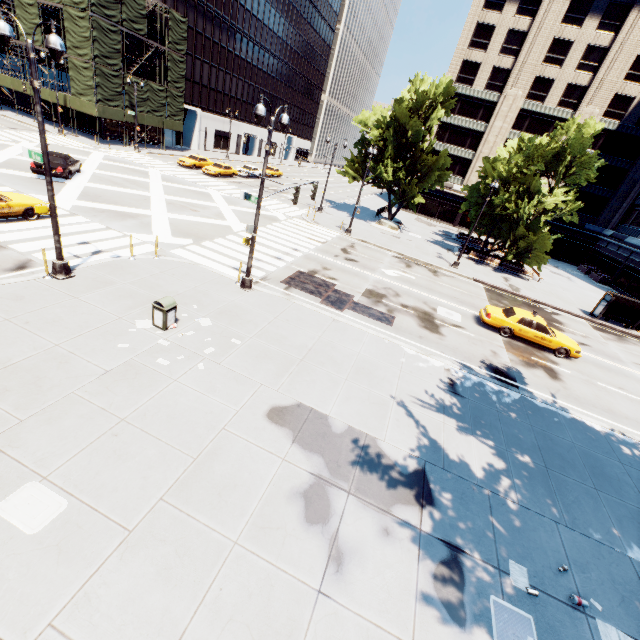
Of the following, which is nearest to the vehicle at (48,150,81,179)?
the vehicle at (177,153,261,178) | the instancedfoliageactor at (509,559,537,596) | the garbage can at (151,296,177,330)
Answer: the vehicle at (177,153,261,178)

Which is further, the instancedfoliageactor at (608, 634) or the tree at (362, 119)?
the tree at (362, 119)

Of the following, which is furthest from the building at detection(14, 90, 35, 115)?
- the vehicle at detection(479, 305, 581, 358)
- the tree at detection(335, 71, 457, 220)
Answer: the vehicle at detection(479, 305, 581, 358)

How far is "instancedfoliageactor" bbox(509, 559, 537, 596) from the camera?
6.3m

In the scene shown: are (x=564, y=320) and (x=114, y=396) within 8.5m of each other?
no

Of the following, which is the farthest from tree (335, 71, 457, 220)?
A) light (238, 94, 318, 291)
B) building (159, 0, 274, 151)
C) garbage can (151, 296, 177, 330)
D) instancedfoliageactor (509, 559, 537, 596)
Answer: building (159, 0, 274, 151)

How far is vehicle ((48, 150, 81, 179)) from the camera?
21.1 meters

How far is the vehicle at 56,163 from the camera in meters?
21.1 m
